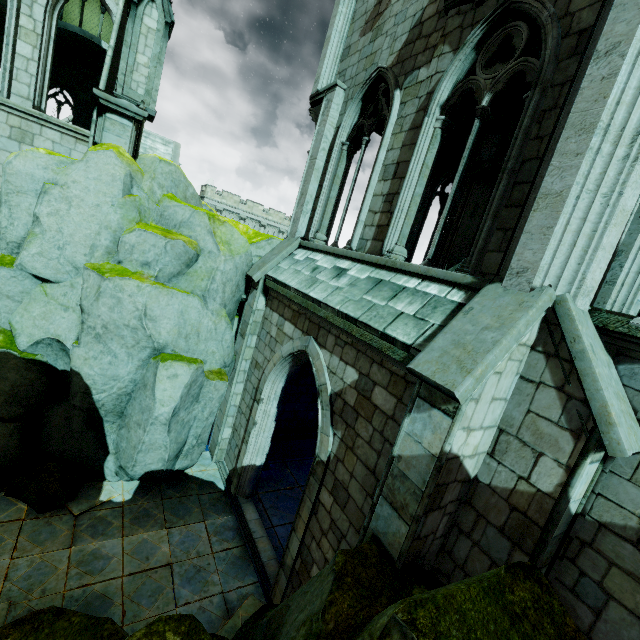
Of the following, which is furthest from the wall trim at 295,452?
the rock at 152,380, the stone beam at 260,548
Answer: the rock at 152,380

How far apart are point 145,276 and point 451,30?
8.17m

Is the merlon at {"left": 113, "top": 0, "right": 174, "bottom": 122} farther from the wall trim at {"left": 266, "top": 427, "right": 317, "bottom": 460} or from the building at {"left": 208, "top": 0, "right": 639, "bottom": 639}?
the wall trim at {"left": 266, "top": 427, "right": 317, "bottom": 460}

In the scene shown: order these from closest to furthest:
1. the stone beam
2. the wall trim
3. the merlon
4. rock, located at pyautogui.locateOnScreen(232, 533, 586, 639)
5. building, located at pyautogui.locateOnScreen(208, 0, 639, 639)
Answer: rock, located at pyautogui.locateOnScreen(232, 533, 586, 639) → building, located at pyautogui.locateOnScreen(208, 0, 639, 639) → the stone beam → the merlon → the wall trim

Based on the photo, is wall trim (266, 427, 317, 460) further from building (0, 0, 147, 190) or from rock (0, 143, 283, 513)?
rock (0, 143, 283, 513)

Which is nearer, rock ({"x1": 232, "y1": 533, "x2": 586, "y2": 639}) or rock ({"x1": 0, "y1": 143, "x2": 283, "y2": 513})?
rock ({"x1": 232, "y1": 533, "x2": 586, "y2": 639})

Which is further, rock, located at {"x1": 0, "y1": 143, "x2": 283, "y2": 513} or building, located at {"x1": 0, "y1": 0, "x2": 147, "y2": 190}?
building, located at {"x1": 0, "y1": 0, "x2": 147, "y2": 190}

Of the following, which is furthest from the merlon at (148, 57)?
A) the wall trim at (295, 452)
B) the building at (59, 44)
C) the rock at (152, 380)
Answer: the wall trim at (295, 452)
